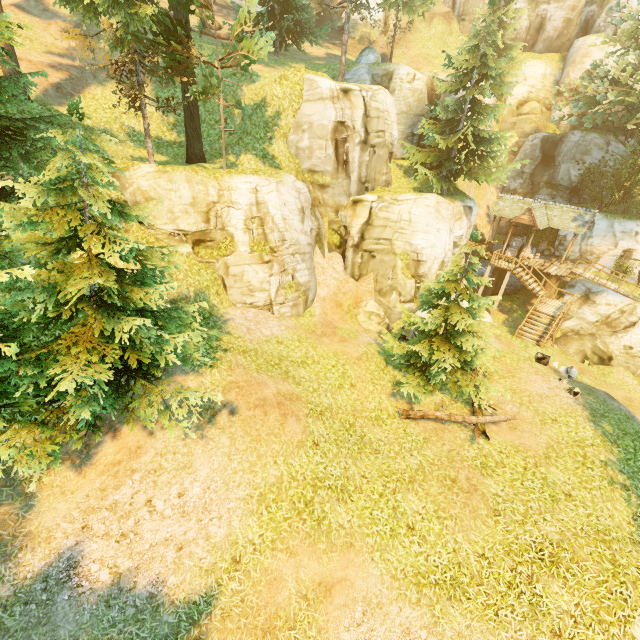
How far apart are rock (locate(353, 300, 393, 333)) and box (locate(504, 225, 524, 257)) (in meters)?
14.92

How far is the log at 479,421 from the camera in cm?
1195

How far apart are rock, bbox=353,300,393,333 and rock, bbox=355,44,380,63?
17.45m

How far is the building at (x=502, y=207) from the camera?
24.2m

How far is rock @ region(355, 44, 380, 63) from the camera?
23.28m

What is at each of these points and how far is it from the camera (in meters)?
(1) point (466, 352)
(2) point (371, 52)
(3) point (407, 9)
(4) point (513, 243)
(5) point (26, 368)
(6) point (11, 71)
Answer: (1) tree, 13.27
(2) rock, 23.73
(3) tree, 26.41
(4) box, 27.19
(5) tree, 6.80
(6) tree, 13.77

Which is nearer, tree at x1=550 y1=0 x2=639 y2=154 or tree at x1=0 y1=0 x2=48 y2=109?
tree at x1=0 y1=0 x2=48 y2=109

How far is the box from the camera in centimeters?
2695cm
